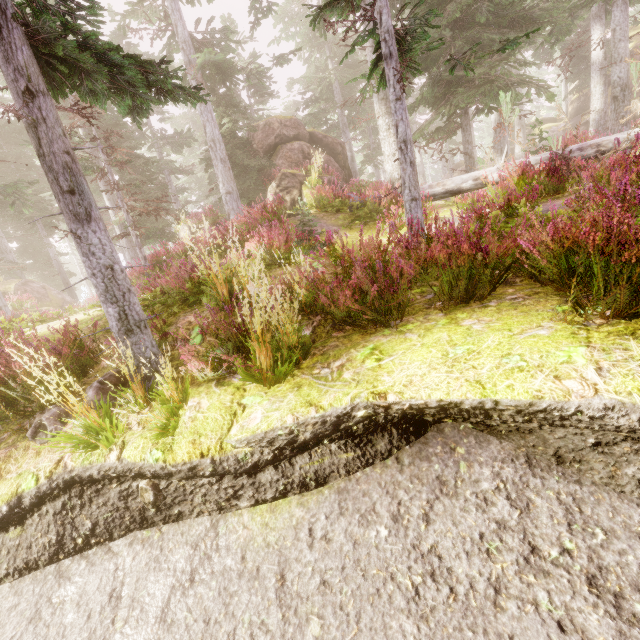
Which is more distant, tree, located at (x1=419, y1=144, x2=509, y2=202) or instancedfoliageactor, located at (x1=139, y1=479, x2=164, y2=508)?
tree, located at (x1=419, y1=144, x2=509, y2=202)

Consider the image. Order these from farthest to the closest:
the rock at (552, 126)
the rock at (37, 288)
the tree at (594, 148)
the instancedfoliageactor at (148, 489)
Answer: the rock at (552, 126) → the rock at (37, 288) → the tree at (594, 148) → the instancedfoliageactor at (148, 489)

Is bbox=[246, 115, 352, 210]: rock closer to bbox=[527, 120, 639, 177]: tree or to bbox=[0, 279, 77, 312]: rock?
bbox=[527, 120, 639, 177]: tree

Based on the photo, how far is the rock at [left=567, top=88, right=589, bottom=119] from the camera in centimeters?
3322cm

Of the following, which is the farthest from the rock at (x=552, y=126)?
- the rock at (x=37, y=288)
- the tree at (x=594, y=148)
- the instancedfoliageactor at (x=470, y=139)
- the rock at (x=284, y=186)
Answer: the rock at (x=37, y=288)

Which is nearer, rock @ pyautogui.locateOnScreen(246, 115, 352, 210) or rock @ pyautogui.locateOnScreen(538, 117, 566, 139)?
rock @ pyautogui.locateOnScreen(246, 115, 352, 210)

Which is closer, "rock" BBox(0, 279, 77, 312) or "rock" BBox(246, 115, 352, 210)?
"rock" BBox(246, 115, 352, 210)

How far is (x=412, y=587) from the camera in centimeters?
213cm
